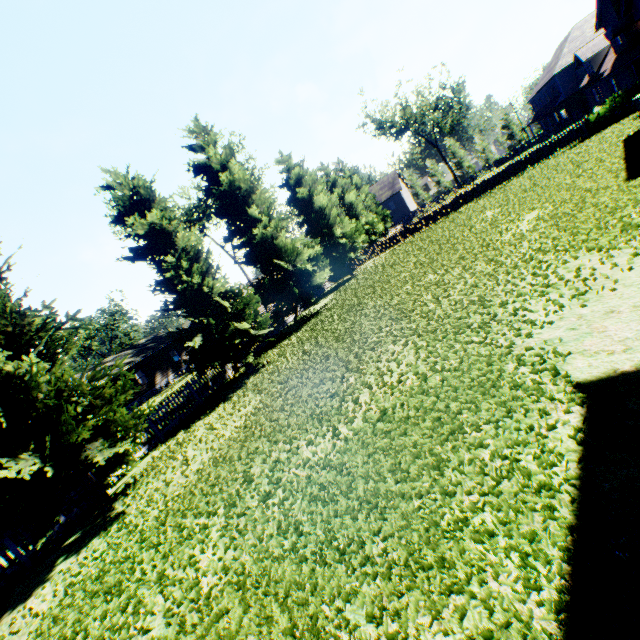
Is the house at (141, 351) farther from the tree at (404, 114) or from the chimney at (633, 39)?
the chimney at (633, 39)

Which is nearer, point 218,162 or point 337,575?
point 337,575

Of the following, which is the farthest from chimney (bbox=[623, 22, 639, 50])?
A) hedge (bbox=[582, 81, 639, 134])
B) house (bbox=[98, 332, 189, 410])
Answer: house (bbox=[98, 332, 189, 410])

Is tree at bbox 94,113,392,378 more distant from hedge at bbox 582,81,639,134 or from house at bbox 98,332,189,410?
hedge at bbox 582,81,639,134

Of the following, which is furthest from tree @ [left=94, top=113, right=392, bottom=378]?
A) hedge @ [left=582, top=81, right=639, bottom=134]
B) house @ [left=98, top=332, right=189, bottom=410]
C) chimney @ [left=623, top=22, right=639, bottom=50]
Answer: chimney @ [left=623, top=22, right=639, bottom=50]

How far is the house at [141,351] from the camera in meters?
34.7 m

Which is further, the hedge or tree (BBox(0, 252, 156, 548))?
the hedge
